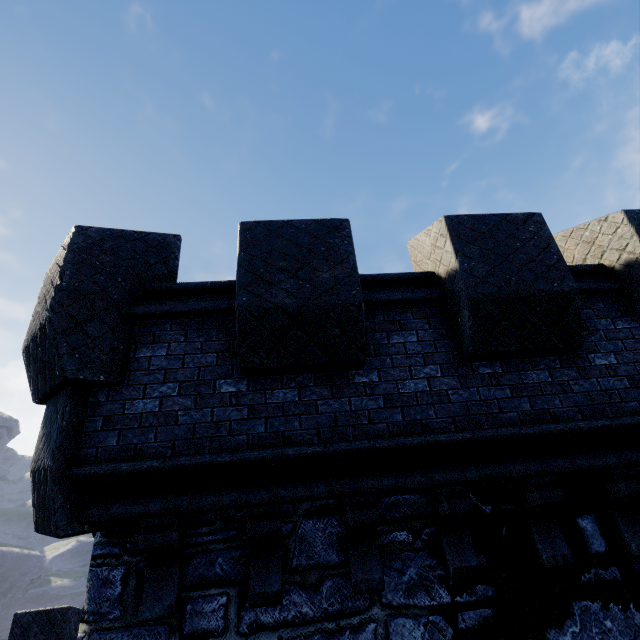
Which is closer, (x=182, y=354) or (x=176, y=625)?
(x=176, y=625)
